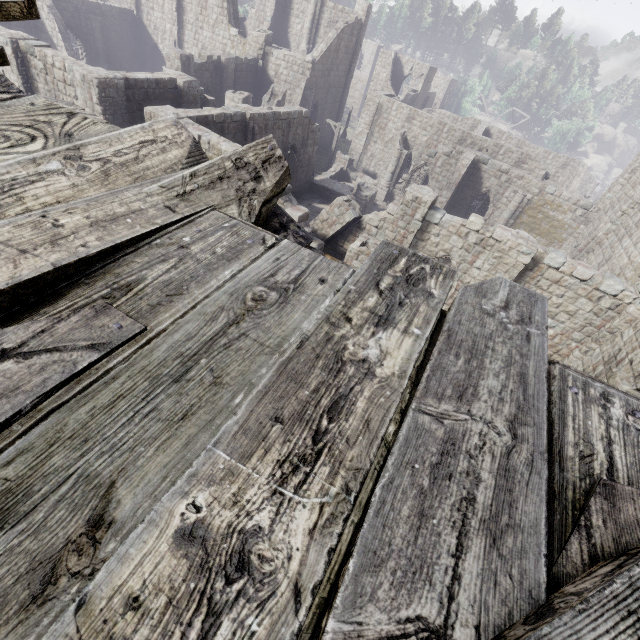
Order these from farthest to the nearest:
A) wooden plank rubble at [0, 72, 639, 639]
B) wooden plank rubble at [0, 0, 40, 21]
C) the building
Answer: the building < wooden plank rubble at [0, 0, 40, 21] < wooden plank rubble at [0, 72, 639, 639]

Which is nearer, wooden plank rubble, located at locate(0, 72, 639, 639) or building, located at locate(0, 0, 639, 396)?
wooden plank rubble, located at locate(0, 72, 639, 639)

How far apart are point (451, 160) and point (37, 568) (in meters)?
29.89

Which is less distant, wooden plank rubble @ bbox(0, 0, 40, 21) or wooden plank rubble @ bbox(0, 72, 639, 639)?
wooden plank rubble @ bbox(0, 72, 639, 639)

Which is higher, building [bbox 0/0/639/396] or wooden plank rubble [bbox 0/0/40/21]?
wooden plank rubble [bbox 0/0/40/21]

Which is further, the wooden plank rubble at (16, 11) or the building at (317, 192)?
the building at (317, 192)

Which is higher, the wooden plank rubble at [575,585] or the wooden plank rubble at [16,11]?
the wooden plank rubble at [16,11]
